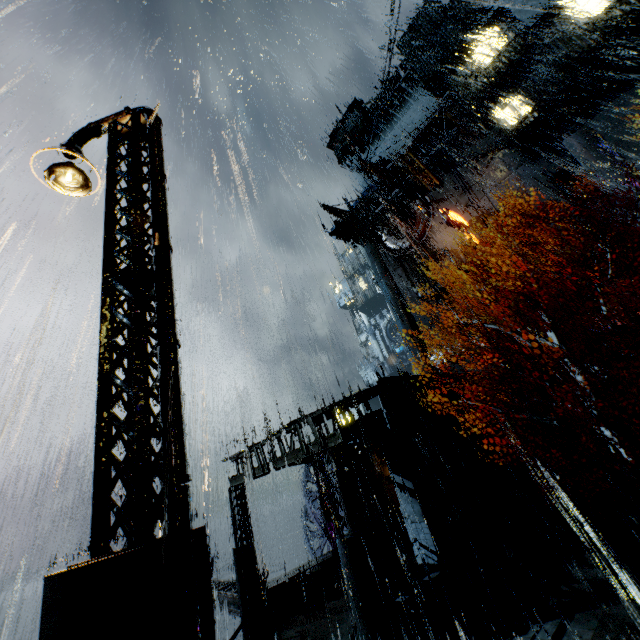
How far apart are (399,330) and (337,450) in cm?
3084

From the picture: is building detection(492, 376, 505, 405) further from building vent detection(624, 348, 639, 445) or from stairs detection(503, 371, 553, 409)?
building vent detection(624, 348, 639, 445)

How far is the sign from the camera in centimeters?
3300cm

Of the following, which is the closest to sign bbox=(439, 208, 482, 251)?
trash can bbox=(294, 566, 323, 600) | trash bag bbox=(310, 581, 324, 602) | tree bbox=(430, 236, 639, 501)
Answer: tree bbox=(430, 236, 639, 501)

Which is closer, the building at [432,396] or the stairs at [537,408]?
the building at [432,396]

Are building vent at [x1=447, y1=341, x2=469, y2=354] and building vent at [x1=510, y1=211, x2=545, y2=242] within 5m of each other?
no

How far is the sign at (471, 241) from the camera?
33.00m

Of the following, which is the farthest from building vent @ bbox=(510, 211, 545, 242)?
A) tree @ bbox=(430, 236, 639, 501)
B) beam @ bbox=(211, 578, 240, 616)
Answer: beam @ bbox=(211, 578, 240, 616)
